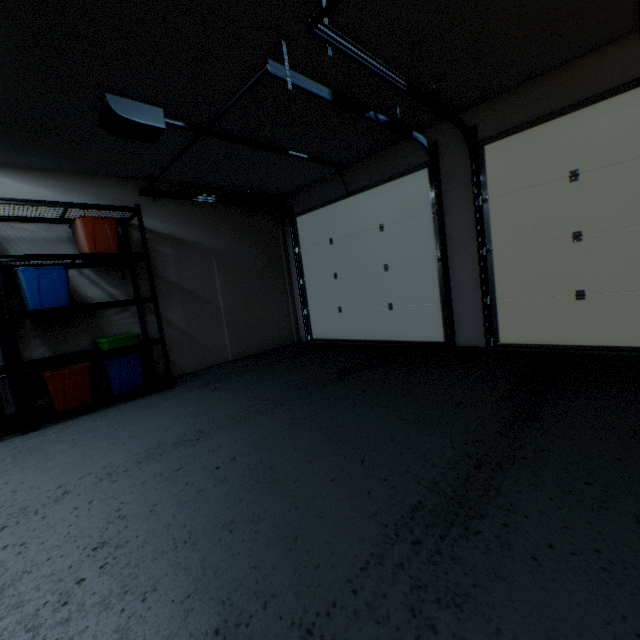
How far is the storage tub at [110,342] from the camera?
3.2m

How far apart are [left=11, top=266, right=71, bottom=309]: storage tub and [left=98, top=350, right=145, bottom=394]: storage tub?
0.6 meters

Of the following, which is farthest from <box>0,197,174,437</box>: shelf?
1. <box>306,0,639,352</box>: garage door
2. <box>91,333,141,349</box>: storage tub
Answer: <box>306,0,639,352</box>: garage door

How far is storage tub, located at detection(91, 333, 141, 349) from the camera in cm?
318

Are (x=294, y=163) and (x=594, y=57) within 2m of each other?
no

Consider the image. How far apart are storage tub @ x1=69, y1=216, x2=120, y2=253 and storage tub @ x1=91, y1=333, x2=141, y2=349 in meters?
0.8

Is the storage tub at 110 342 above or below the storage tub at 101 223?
below

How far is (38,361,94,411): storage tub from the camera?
2.9 meters
